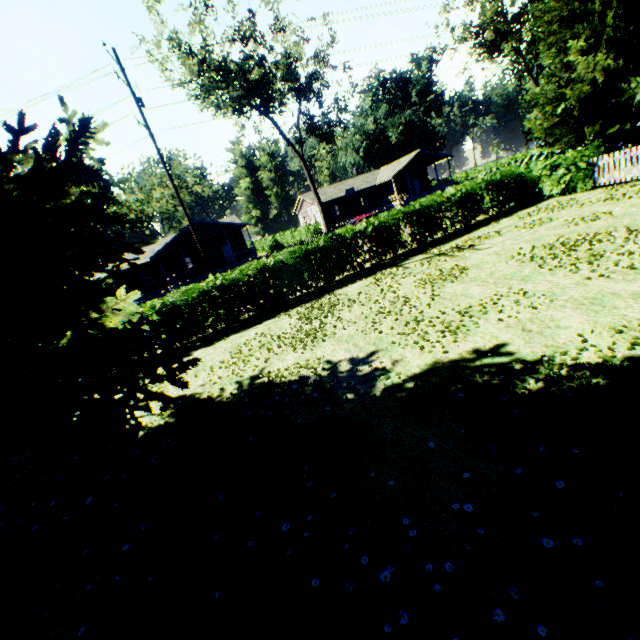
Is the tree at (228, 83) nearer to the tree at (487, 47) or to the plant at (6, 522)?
the plant at (6, 522)

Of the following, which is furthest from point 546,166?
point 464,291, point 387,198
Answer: point 387,198

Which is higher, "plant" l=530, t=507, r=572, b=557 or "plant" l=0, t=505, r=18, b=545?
"plant" l=0, t=505, r=18, b=545

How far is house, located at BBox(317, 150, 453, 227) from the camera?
46.2m

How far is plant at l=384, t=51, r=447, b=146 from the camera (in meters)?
54.59

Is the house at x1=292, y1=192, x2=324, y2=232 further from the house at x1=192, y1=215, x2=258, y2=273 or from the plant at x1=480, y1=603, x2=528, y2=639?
the plant at x1=480, y1=603, x2=528, y2=639

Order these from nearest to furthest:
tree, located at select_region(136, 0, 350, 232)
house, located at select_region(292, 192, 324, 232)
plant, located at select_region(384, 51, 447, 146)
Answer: tree, located at select_region(136, 0, 350, 232) < house, located at select_region(292, 192, 324, 232) < plant, located at select_region(384, 51, 447, 146)

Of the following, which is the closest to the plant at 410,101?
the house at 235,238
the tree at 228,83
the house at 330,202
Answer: the tree at 228,83
